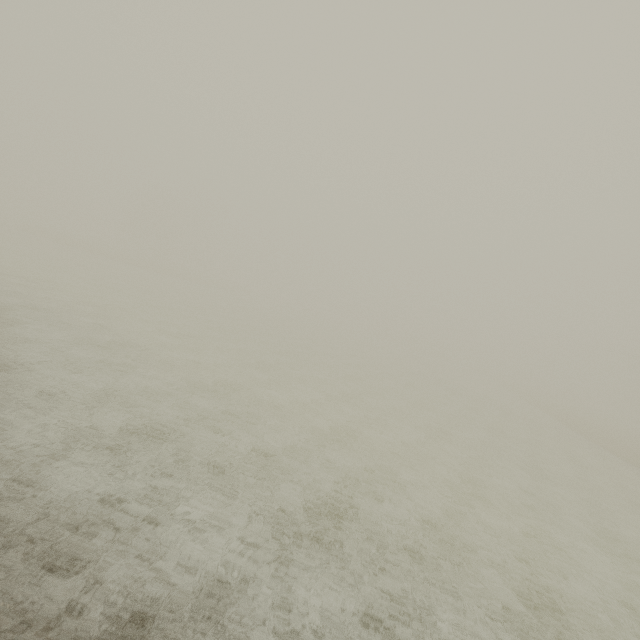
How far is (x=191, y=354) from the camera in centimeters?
1673cm
